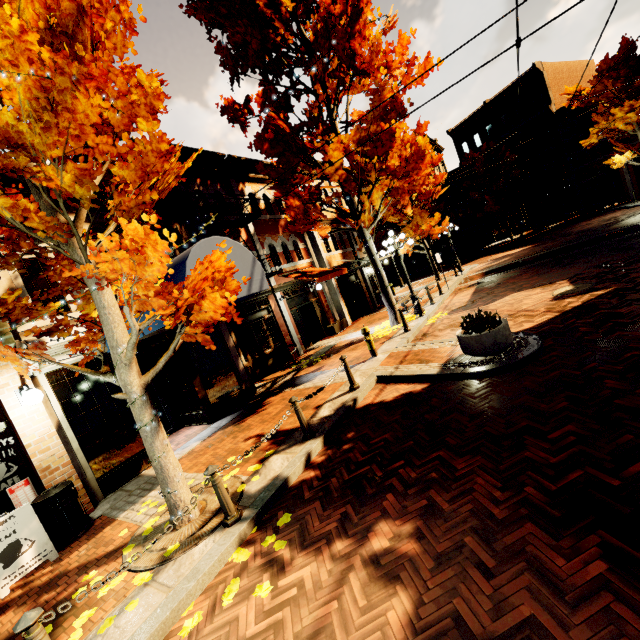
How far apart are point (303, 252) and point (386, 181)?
6.8 meters

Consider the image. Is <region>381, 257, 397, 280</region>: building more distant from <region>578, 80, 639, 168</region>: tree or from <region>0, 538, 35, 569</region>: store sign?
<region>0, 538, 35, 569</region>: store sign

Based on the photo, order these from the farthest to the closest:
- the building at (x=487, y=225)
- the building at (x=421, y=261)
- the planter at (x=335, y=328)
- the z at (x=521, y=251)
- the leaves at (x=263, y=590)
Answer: the building at (x=421, y=261) < the building at (x=487, y=225) < the z at (x=521, y=251) < the planter at (x=335, y=328) < the leaves at (x=263, y=590)

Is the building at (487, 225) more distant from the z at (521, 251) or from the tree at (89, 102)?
Answer: the z at (521, 251)

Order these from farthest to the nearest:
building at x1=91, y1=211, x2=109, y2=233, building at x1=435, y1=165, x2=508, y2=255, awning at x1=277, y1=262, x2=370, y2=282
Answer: building at x1=435, y1=165, x2=508, y2=255
awning at x1=277, y1=262, x2=370, y2=282
building at x1=91, y1=211, x2=109, y2=233

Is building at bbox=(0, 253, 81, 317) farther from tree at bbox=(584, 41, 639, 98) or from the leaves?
the leaves

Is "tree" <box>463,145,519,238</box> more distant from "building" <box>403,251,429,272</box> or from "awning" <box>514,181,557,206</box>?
"awning" <box>514,181,557,206</box>

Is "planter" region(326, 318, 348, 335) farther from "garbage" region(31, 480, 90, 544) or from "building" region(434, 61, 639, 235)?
"garbage" region(31, 480, 90, 544)
